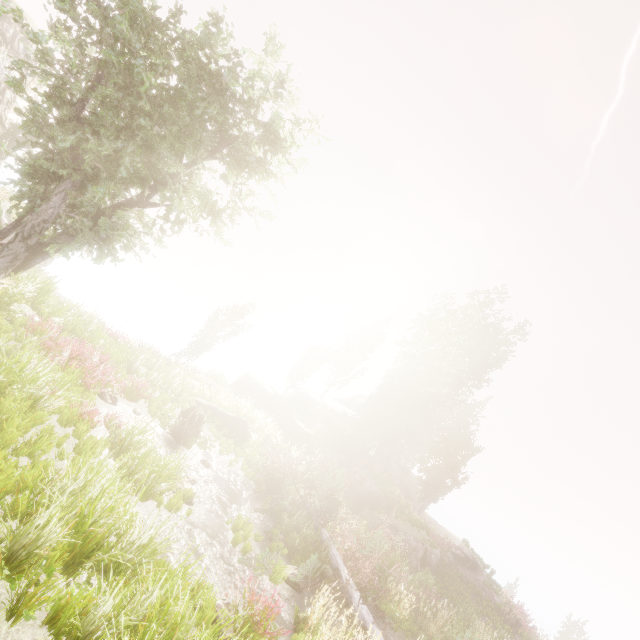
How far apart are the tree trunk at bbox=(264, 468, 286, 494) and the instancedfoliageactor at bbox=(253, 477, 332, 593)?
2.1m

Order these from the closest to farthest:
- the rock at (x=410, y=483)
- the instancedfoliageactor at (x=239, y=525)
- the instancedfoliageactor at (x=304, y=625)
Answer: the instancedfoliageactor at (x=304, y=625) < the instancedfoliageactor at (x=239, y=525) < the rock at (x=410, y=483)

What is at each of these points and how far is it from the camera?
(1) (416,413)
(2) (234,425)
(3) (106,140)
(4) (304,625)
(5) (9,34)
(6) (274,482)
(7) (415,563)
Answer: (1) instancedfoliageactor, 28.4 meters
(2) rock, 16.3 meters
(3) instancedfoliageactor, 9.5 meters
(4) instancedfoliageactor, 6.8 meters
(5) rock, 19.9 meters
(6) tree trunk, 13.8 meters
(7) rock, 18.0 meters

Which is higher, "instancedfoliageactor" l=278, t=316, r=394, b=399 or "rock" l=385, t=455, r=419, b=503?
"instancedfoliageactor" l=278, t=316, r=394, b=399

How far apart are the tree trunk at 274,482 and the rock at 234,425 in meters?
1.9

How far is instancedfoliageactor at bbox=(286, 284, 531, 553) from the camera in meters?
26.0

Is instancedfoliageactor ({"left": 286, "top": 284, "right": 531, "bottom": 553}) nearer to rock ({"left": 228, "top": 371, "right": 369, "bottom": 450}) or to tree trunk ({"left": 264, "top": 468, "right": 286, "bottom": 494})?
rock ({"left": 228, "top": 371, "right": 369, "bottom": 450})

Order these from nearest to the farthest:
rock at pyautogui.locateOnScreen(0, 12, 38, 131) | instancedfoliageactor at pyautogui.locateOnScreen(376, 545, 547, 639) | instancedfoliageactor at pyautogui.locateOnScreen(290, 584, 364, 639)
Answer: instancedfoliageactor at pyautogui.locateOnScreen(290, 584, 364, 639) → instancedfoliageactor at pyautogui.locateOnScreen(376, 545, 547, 639) → rock at pyautogui.locateOnScreen(0, 12, 38, 131)
